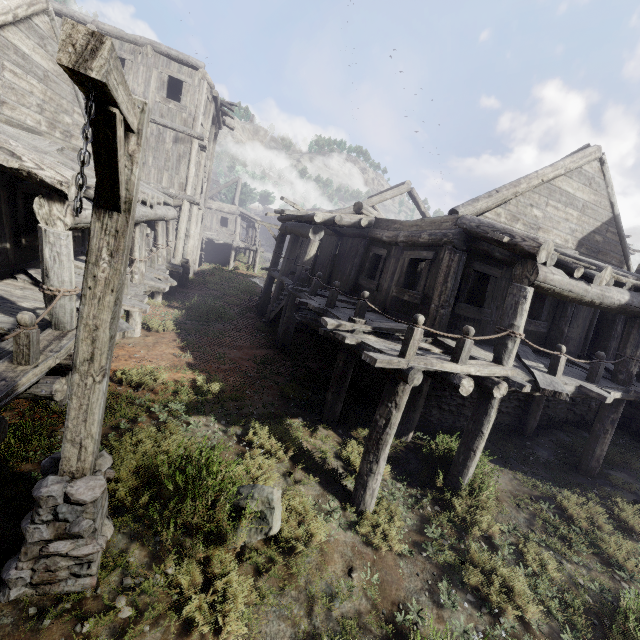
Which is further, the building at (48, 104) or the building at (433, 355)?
the building at (433, 355)

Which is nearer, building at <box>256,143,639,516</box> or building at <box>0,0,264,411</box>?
building at <box>0,0,264,411</box>

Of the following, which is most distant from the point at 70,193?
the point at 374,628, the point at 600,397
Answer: the point at 600,397

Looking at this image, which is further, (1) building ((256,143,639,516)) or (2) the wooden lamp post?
(1) building ((256,143,639,516))

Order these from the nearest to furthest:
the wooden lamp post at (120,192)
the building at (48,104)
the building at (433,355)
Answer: the wooden lamp post at (120,192) → the building at (48,104) → the building at (433,355)

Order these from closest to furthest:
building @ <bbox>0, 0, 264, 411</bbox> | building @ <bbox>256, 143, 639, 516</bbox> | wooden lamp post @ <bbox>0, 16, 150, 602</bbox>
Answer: wooden lamp post @ <bbox>0, 16, 150, 602</bbox>
building @ <bbox>0, 0, 264, 411</bbox>
building @ <bbox>256, 143, 639, 516</bbox>
